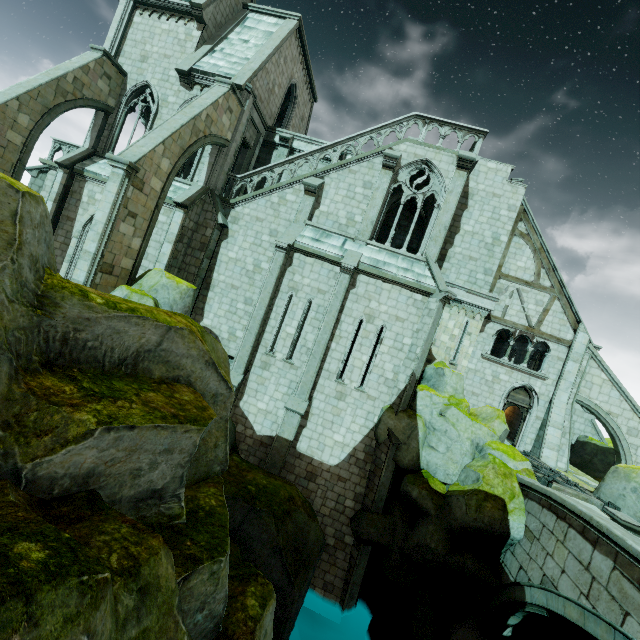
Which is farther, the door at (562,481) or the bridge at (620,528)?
the door at (562,481)

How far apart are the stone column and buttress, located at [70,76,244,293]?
9.7m

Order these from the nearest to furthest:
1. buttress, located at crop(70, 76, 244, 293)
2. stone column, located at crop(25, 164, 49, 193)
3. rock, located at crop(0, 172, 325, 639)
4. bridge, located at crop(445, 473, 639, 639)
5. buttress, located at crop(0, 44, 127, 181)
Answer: rock, located at crop(0, 172, 325, 639)
bridge, located at crop(445, 473, 639, 639)
buttress, located at crop(70, 76, 244, 293)
buttress, located at crop(0, 44, 127, 181)
stone column, located at crop(25, 164, 49, 193)

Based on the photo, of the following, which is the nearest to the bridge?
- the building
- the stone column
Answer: the building

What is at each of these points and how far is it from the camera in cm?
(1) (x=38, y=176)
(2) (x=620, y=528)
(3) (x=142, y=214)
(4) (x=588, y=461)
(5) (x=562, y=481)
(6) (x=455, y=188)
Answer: (1) stone column, 1764
(2) bridge, 720
(3) buttress, 1233
(4) rock, 1902
(5) door, 1296
(6) building, 1457

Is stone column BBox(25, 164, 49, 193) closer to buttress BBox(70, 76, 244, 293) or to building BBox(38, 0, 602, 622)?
building BBox(38, 0, 602, 622)

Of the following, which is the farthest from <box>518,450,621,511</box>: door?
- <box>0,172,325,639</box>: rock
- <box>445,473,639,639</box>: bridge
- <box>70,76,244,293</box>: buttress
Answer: <box>70,76,244,293</box>: buttress

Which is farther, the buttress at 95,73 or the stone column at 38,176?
the stone column at 38,176
